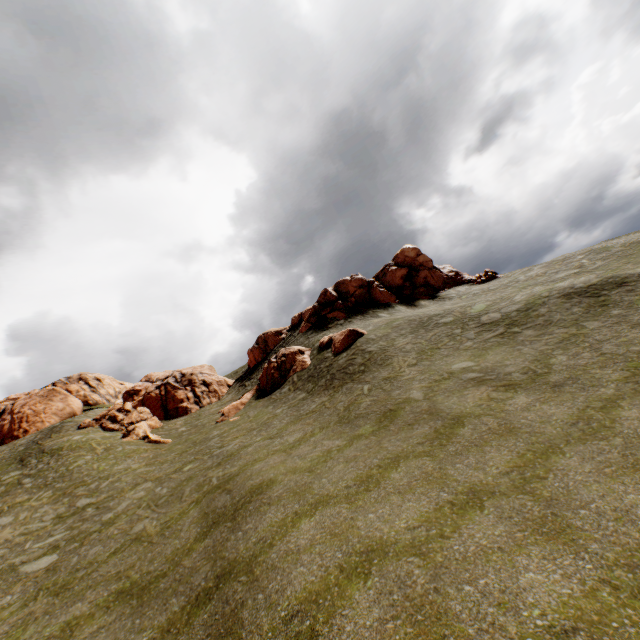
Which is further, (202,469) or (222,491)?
(202,469)

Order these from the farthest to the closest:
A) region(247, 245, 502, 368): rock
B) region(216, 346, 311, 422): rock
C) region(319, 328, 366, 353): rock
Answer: region(247, 245, 502, 368): rock → region(216, 346, 311, 422): rock → region(319, 328, 366, 353): rock

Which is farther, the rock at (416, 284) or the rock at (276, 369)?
the rock at (416, 284)

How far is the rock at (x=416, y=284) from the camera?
36.0m

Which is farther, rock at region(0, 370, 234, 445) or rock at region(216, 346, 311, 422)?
rock at region(0, 370, 234, 445)

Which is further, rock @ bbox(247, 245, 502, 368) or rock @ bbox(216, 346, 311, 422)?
rock @ bbox(247, 245, 502, 368)

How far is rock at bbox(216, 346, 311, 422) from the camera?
28.0m
